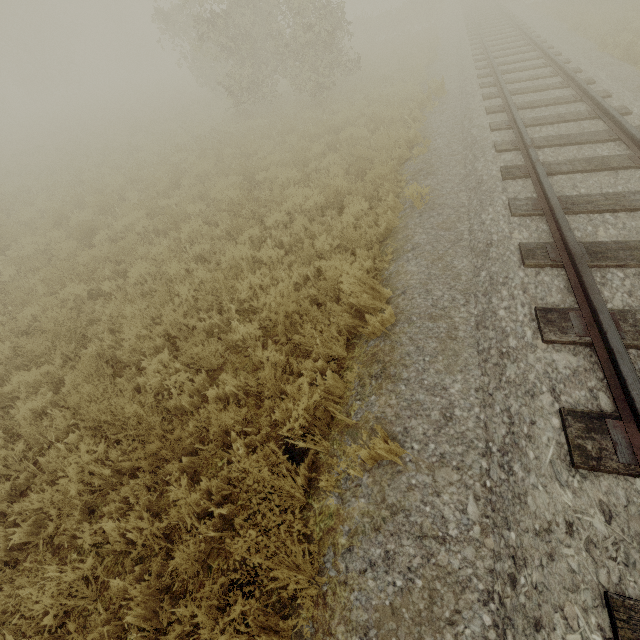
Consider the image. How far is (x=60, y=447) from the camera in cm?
386
